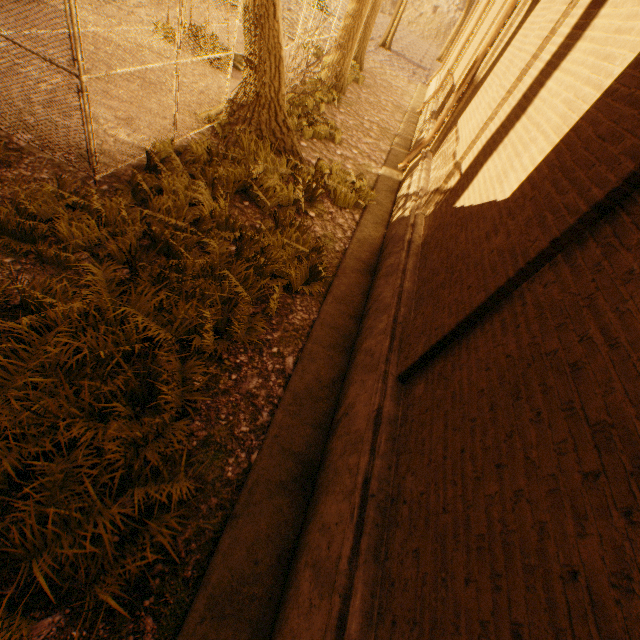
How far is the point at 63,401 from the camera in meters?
2.8

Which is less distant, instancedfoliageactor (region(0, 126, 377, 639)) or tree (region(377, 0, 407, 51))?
instancedfoliageactor (region(0, 126, 377, 639))

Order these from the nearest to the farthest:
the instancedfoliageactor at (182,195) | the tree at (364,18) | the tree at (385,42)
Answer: the instancedfoliageactor at (182,195)
the tree at (364,18)
the tree at (385,42)

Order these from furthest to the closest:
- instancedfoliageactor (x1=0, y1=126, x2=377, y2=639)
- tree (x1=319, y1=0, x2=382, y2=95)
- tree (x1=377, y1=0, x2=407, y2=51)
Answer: tree (x1=377, y1=0, x2=407, y2=51)
tree (x1=319, y1=0, x2=382, y2=95)
instancedfoliageactor (x1=0, y1=126, x2=377, y2=639)

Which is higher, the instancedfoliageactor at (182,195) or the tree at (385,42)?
the tree at (385,42)

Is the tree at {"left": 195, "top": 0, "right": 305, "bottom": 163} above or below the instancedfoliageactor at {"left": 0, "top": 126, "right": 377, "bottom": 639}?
above

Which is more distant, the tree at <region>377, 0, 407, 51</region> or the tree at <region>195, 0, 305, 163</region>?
the tree at <region>377, 0, 407, 51</region>
